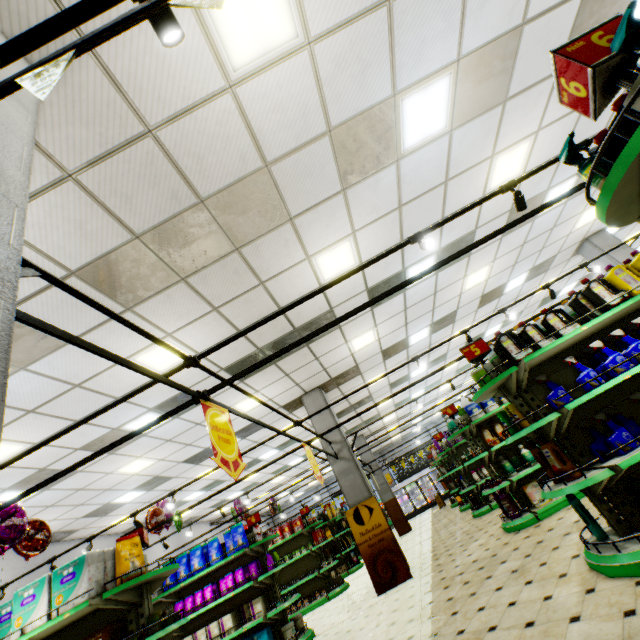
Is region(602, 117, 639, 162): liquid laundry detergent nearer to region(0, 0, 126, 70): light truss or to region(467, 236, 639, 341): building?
region(0, 0, 126, 70): light truss

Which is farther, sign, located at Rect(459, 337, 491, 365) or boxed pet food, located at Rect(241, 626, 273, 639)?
boxed pet food, located at Rect(241, 626, 273, 639)

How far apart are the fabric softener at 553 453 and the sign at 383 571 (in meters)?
5.04

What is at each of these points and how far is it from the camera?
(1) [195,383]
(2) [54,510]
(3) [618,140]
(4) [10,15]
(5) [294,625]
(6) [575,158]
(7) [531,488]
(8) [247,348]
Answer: (1) building, 6.87m
(2) building, 8.72m
(3) liquid laundry detergent, 1.71m
(4) building, 2.26m
(5) pet food tub, 6.55m
(6) spray bottle, 1.55m
(7) boxed laundry detergent, 6.13m
(8) building, 6.69m

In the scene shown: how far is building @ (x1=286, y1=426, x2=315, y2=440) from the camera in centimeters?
1220cm

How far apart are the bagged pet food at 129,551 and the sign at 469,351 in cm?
484

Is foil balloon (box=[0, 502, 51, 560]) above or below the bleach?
above

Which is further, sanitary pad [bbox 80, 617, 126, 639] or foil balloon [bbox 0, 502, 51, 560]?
foil balloon [bbox 0, 502, 51, 560]
